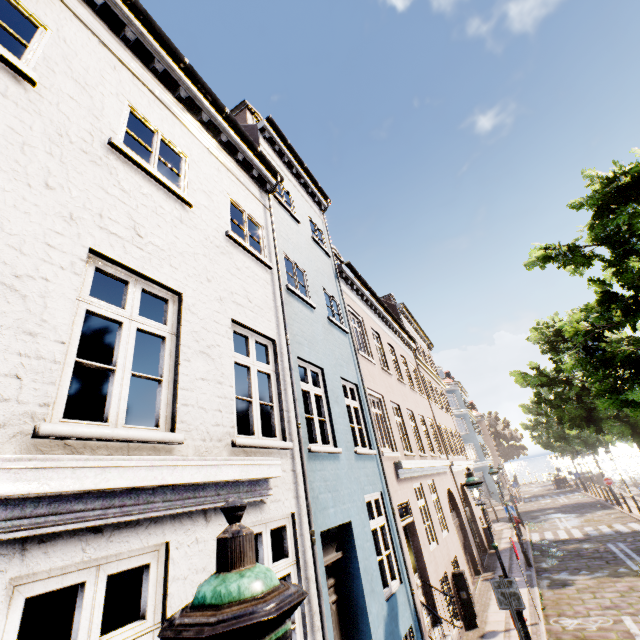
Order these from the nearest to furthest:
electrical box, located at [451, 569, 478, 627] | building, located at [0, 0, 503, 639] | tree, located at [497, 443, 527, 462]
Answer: building, located at [0, 0, 503, 639], electrical box, located at [451, 569, 478, 627], tree, located at [497, 443, 527, 462]

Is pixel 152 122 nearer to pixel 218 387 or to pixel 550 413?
pixel 218 387

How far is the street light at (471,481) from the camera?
7.2m

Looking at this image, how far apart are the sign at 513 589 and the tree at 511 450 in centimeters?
6240cm

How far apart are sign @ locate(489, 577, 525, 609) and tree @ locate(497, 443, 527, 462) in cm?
6240

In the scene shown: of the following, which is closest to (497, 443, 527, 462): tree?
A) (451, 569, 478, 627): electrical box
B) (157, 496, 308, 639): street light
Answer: (451, 569, 478, 627): electrical box

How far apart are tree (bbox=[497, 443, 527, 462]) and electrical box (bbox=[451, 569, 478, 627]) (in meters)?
58.47

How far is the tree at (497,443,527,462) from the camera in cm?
5809
